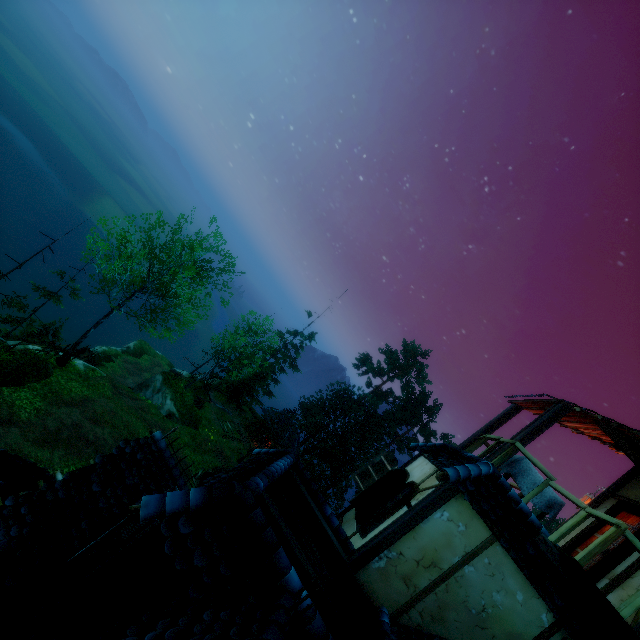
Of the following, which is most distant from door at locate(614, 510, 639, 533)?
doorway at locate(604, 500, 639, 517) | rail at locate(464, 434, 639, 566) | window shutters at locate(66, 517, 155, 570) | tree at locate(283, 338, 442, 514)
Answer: tree at locate(283, 338, 442, 514)

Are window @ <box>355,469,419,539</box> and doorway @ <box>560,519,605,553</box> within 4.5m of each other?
yes

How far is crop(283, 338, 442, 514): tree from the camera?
37.9m

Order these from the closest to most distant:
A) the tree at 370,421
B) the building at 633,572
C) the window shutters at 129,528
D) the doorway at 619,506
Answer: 1. the window shutters at 129,528
2. the building at 633,572
3. the doorway at 619,506
4. the tree at 370,421

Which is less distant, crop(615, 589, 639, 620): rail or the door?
crop(615, 589, 639, 620): rail

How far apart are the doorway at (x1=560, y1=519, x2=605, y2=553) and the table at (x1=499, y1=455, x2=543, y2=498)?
1.38m

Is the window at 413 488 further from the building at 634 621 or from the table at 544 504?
the table at 544 504

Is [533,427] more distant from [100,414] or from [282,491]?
[100,414]
